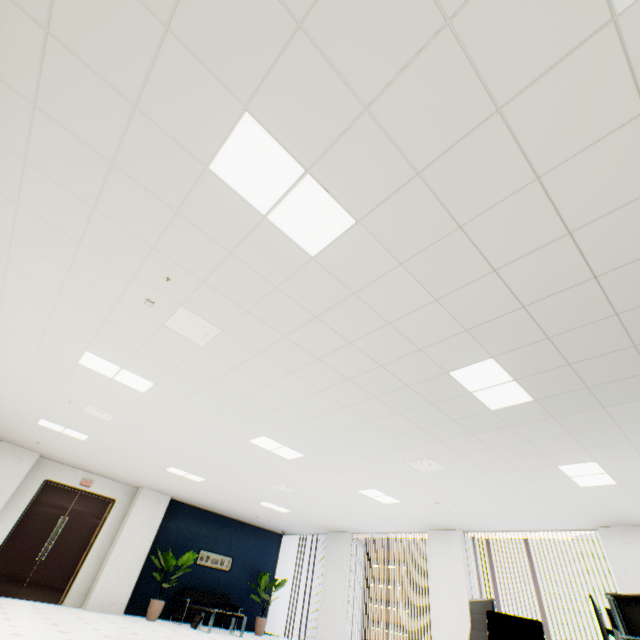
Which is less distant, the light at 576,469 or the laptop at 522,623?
the laptop at 522,623

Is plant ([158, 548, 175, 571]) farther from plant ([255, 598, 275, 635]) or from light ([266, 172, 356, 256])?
light ([266, 172, 356, 256])

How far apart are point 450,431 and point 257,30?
4.7 meters

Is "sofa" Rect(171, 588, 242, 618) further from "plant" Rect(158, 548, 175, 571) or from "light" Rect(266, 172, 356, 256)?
"light" Rect(266, 172, 356, 256)

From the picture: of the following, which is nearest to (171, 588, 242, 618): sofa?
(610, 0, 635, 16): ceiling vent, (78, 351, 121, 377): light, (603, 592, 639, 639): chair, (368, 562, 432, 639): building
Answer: (78, 351, 121, 377): light

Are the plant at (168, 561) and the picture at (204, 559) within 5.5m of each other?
yes

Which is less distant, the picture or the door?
the door

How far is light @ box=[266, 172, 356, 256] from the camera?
2.21m
